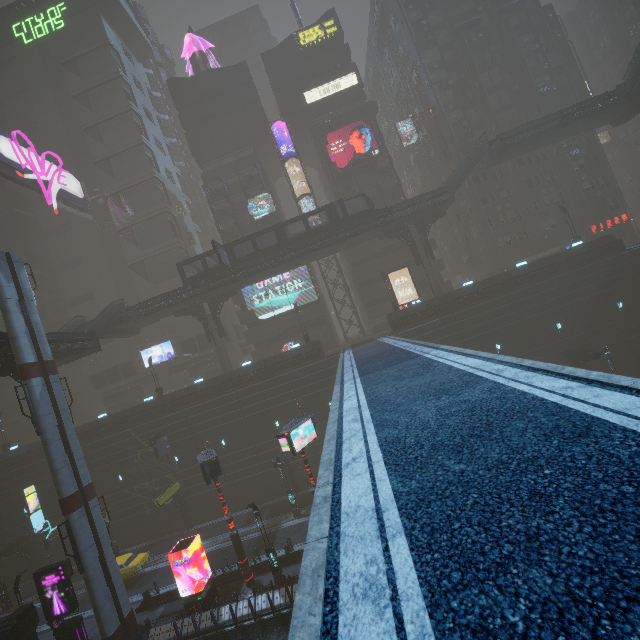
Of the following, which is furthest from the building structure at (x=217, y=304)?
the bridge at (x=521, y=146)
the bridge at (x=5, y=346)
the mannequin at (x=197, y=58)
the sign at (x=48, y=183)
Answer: the mannequin at (x=197, y=58)

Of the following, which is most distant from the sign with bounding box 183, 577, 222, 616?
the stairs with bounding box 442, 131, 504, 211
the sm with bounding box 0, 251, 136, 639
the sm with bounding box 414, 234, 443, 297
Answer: the stairs with bounding box 442, 131, 504, 211

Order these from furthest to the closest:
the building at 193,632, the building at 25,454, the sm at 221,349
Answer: the sm at 221,349
the building at 25,454
the building at 193,632

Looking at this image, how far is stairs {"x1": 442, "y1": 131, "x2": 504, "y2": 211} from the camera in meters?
32.8

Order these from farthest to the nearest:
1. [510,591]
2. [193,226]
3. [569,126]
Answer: [193,226] < [569,126] < [510,591]

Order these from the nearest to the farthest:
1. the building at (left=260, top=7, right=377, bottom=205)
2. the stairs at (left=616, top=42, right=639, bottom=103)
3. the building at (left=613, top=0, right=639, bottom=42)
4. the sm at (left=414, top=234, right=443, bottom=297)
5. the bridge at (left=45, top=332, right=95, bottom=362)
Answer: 1. the bridge at (left=45, top=332, right=95, bottom=362)
2. the stairs at (left=616, top=42, right=639, bottom=103)
3. the sm at (left=414, top=234, right=443, bottom=297)
4. the building at (left=260, top=7, right=377, bottom=205)
5. the building at (left=613, top=0, right=639, bottom=42)

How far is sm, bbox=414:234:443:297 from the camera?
35.3 meters

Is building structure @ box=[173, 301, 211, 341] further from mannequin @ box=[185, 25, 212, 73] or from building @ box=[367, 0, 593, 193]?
mannequin @ box=[185, 25, 212, 73]
